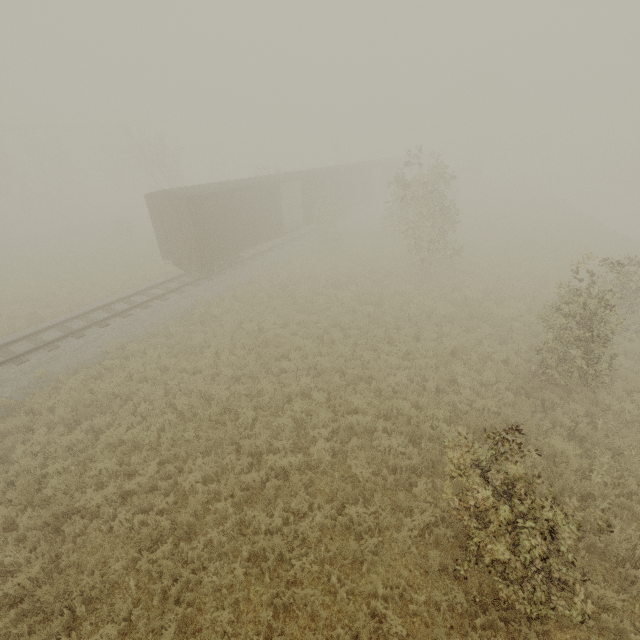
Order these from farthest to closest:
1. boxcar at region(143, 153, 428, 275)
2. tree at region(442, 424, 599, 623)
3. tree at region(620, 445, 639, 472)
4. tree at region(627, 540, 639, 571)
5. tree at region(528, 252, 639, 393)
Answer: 1. boxcar at region(143, 153, 428, 275)
2. tree at region(528, 252, 639, 393)
3. tree at region(620, 445, 639, 472)
4. tree at region(627, 540, 639, 571)
5. tree at region(442, 424, 599, 623)

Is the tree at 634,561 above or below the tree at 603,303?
below

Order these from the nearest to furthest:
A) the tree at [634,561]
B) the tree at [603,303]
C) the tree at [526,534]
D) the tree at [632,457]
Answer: the tree at [526,534]
the tree at [634,561]
the tree at [632,457]
the tree at [603,303]

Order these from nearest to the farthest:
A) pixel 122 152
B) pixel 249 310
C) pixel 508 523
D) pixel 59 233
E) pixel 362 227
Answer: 1. pixel 508 523
2. pixel 249 310
3. pixel 362 227
4. pixel 122 152
5. pixel 59 233

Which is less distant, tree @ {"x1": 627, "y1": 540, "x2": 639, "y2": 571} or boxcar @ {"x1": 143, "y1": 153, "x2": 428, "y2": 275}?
tree @ {"x1": 627, "y1": 540, "x2": 639, "y2": 571}

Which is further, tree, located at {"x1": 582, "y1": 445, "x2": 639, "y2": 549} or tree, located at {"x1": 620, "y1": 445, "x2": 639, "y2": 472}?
tree, located at {"x1": 620, "y1": 445, "x2": 639, "y2": 472}
